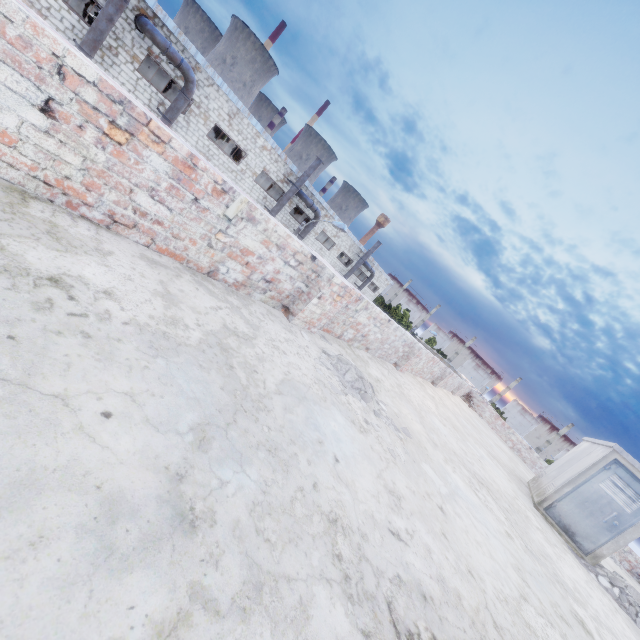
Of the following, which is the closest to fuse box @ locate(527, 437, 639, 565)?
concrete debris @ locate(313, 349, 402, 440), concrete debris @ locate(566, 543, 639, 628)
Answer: concrete debris @ locate(566, 543, 639, 628)

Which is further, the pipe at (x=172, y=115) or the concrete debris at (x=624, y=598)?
the pipe at (x=172, y=115)

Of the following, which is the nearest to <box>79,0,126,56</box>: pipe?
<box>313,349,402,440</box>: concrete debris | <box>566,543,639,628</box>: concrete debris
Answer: <box>313,349,402,440</box>: concrete debris

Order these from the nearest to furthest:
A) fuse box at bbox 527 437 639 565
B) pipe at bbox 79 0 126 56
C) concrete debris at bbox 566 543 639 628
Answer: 1. concrete debris at bbox 566 543 639 628
2. fuse box at bbox 527 437 639 565
3. pipe at bbox 79 0 126 56

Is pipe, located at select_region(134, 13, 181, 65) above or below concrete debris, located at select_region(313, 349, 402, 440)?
above

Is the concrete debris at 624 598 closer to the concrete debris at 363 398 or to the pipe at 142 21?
the concrete debris at 363 398

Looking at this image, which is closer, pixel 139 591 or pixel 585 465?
pixel 139 591

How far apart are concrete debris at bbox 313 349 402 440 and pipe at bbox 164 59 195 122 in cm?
1878
